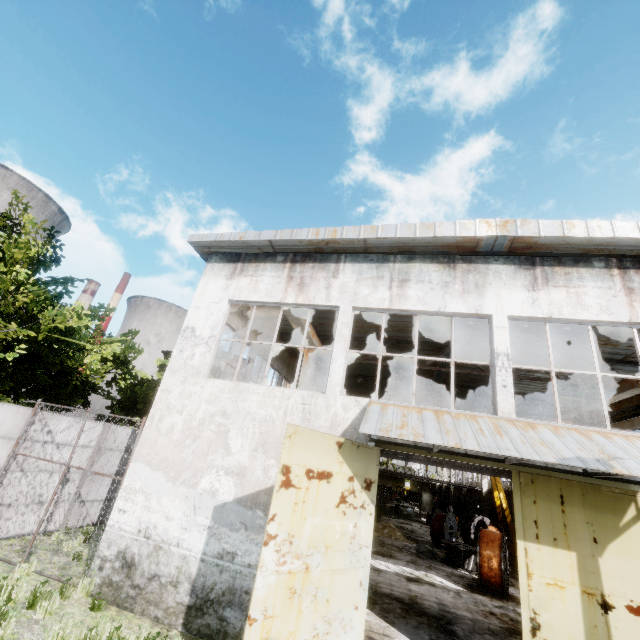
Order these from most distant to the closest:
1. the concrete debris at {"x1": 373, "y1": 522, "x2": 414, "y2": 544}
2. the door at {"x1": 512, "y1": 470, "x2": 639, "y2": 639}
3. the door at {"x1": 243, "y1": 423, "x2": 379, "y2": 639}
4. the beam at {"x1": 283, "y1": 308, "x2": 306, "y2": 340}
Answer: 1. the concrete debris at {"x1": 373, "y1": 522, "x2": 414, "y2": 544}
2. the beam at {"x1": 283, "y1": 308, "x2": 306, "y2": 340}
3. the door at {"x1": 512, "y1": 470, "x2": 639, "y2": 639}
4. the door at {"x1": 243, "y1": 423, "x2": 379, "y2": 639}

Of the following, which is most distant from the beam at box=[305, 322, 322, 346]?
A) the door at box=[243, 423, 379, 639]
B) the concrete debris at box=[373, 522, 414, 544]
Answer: the concrete debris at box=[373, 522, 414, 544]

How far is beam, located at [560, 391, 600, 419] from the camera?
14.2m

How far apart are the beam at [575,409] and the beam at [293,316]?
11.9 meters

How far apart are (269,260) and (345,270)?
2.7m

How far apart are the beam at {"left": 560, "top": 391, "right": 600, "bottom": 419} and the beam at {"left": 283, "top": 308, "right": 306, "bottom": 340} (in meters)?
11.86

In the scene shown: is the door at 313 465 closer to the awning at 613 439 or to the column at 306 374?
the awning at 613 439
